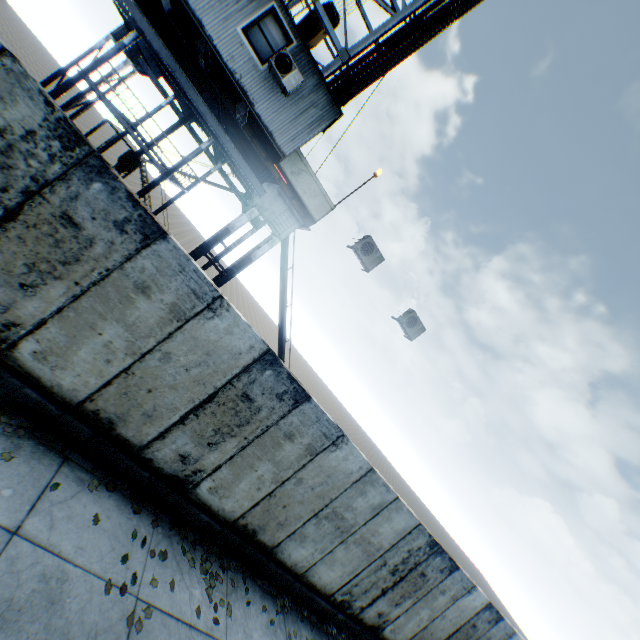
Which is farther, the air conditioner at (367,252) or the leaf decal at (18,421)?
the air conditioner at (367,252)

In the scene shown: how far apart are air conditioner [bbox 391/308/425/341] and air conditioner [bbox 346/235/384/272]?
1.83m

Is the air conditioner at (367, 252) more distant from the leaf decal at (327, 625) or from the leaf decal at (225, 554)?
the leaf decal at (327, 625)

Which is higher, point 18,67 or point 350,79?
point 350,79

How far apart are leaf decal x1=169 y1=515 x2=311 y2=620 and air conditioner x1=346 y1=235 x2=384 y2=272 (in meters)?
7.04

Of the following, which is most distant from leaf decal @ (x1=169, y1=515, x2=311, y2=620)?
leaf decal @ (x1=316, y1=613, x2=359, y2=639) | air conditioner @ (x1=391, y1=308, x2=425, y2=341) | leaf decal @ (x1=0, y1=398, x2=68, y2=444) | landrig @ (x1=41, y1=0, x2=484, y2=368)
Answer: air conditioner @ (x1=391, y1=308, x2=425, y2=341)

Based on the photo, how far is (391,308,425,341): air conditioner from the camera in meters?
9.8 m

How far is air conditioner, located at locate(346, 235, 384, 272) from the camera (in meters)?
8.76
